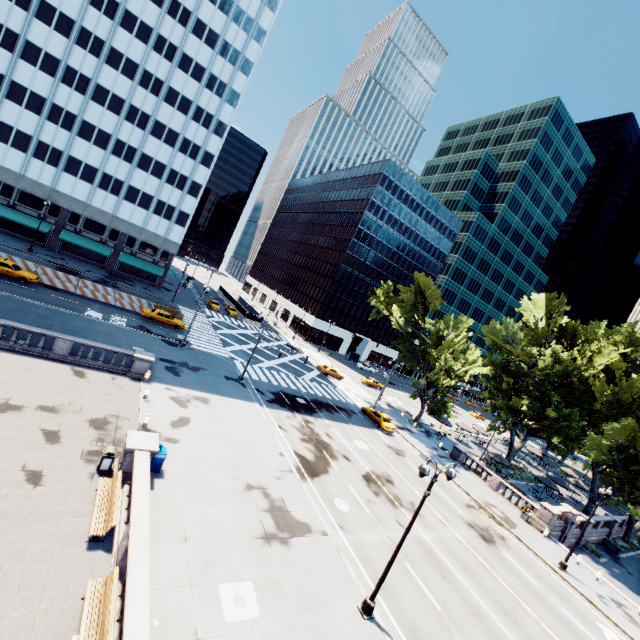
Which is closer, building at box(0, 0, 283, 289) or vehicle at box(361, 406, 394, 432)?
vehicle at box(361, 406, 394, 432)

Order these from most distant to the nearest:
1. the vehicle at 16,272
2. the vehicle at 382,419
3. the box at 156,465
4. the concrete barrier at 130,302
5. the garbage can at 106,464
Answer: the vehicle at 382,419, the concrete barrier at 130,302, the vehicle at 16,272, the box at 156,465, the garbage can at 106,464

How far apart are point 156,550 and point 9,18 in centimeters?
6455cm

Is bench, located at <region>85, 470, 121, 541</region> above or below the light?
above

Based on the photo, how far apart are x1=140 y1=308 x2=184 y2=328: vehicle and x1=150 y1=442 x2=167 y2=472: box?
26.1m

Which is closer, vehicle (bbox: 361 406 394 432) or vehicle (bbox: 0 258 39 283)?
vehicle (bbox: 0 258 39 283)

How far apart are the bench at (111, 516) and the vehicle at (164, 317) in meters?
27.9

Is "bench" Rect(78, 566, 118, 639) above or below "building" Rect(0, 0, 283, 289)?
below
